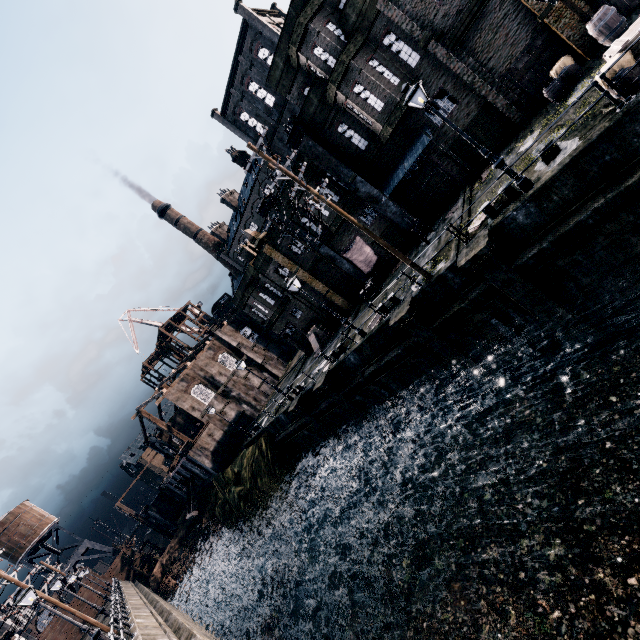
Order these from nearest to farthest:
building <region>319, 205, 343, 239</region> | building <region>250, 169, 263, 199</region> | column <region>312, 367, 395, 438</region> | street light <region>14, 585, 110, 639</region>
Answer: street light <region>14, 585, 110, 639</region> → column <region>312, 367, 395, 438</region> → building <region>319, 205, 343, 239</region> → building <region>250, 169, 263, 199</region>

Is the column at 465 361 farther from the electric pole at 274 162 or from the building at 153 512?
the building at 153 512

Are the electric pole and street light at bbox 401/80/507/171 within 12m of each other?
yes

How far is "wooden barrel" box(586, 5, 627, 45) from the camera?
13.5 meters

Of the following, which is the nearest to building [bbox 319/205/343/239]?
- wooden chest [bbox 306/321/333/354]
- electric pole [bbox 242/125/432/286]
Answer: electric pole [bbox 242/125/432/286]

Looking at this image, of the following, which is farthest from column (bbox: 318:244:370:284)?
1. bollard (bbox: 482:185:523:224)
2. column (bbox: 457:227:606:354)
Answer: bollard (bbox: 482:185:523:224)

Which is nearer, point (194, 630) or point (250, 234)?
point (194, 630)

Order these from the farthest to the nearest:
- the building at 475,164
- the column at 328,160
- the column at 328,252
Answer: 1. the column at 328,252
2. the column at 328,160
3. the building at 475,164
